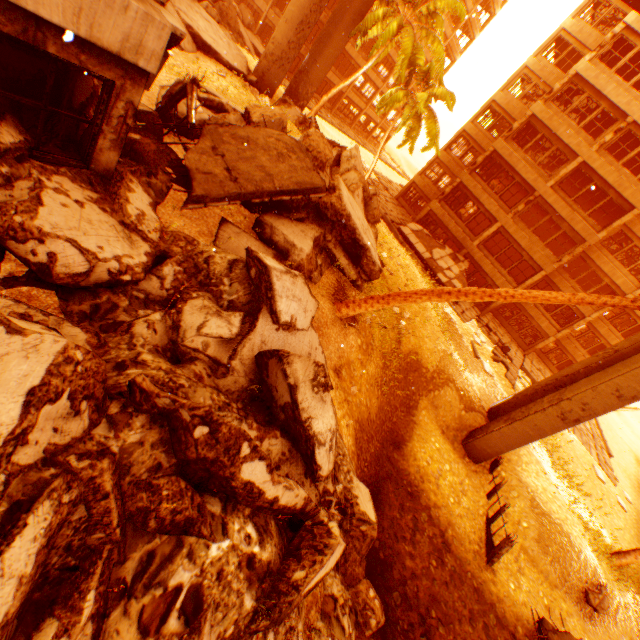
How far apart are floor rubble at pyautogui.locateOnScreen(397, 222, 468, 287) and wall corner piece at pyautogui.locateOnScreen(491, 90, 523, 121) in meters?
12.0 m

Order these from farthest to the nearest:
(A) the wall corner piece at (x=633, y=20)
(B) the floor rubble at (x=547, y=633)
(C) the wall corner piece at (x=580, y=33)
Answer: (C) the wall corner piece at (x=580, y=33) < (A) the wall corner piece at (x=633, y=20) < (B) the floor rubble at (x=547, y=633)

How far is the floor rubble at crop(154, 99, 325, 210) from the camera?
7.2 meters

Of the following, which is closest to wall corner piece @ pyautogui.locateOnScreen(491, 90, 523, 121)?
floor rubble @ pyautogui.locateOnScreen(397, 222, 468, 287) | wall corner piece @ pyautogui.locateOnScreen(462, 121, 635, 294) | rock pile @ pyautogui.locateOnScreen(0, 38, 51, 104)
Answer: wall corner piece @ pyautogui.locateOnScreen(462, 121, 635, 294)

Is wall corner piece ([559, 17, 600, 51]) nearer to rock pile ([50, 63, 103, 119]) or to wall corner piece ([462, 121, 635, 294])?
wall corner piece ([462, 121, 635, 294])

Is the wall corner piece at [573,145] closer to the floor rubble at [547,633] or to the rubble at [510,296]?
the rubble at [510,296]

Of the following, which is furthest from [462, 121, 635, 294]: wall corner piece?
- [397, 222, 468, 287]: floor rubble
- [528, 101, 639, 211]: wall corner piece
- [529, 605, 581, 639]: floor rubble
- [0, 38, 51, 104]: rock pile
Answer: [529, 605, 581, 639]: floor rubble

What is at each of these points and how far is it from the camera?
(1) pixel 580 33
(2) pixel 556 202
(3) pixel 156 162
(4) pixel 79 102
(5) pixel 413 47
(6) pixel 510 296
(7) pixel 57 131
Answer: (1) wall corner piece, 24.67m
(2) wall corner piece, 22.77m
(3) rock pile, 6.96m
(4) rock pile, 5.56m
(5) rubble, 19.11m
(6) rubble, 7.54m
(7) rock pile, 5.54m
